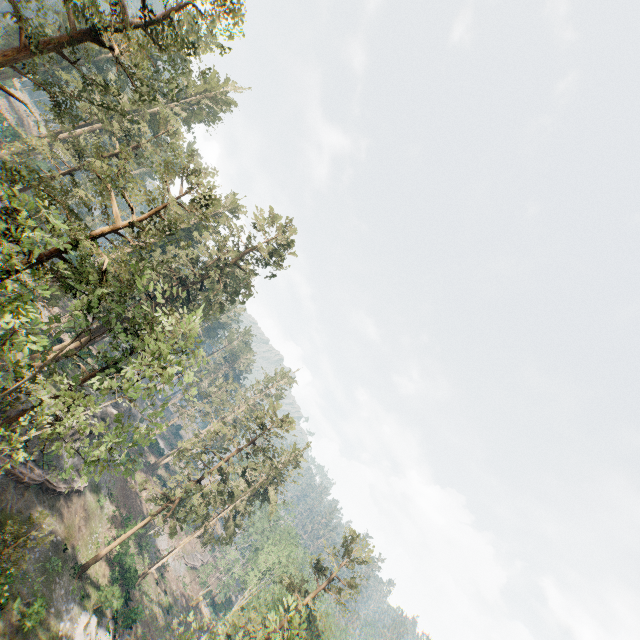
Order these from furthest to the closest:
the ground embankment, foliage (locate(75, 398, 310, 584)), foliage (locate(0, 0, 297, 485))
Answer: foliage (locate(75, 398, 310, 584))
the ground embankment
foliage (locate(0, 0, 297, 485))

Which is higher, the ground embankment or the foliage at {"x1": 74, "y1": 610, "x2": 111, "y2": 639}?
the ground embankment

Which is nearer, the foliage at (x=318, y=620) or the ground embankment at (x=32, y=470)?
the foliage at (x=318, y=620)

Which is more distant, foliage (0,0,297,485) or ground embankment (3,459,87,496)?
ground embankment (3,459,87,496)

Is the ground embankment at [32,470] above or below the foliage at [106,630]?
above

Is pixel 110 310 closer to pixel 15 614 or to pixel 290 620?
pixel 290 620

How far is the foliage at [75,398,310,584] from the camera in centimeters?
3122cm
